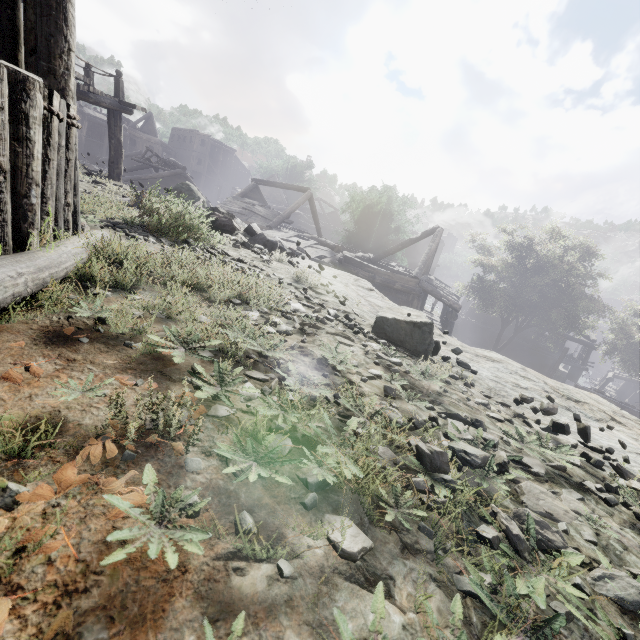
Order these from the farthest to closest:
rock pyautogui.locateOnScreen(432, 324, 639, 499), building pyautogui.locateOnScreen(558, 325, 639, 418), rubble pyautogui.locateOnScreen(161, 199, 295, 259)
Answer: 1. building pyautogui.locateOnScreen(558, 325, 639, 418)
2. rubble pyautogui.locateOnScreen(161, 199, 295, 259)
3. rock pyautogui.locateOnScreen(432, 324, 639, 499)

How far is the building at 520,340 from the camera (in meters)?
31.78

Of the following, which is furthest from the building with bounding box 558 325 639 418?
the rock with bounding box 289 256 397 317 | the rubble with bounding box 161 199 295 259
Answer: the rubble with bounding box 161 199 295 259

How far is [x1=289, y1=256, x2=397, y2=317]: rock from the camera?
5.1 meters

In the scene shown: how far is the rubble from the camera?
4.6 meters

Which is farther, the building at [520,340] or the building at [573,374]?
the building at [520,340]

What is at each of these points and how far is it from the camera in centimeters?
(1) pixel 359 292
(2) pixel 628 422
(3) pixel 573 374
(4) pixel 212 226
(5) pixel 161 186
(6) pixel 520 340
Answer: (1) rock, 629cm
(2) rock, 364cm
(3) building, 3431cm
(4) rubble, 605cm
(5) building, 2588cm
(6) building, 3316cm

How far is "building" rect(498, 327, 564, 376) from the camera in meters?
31.8 m
